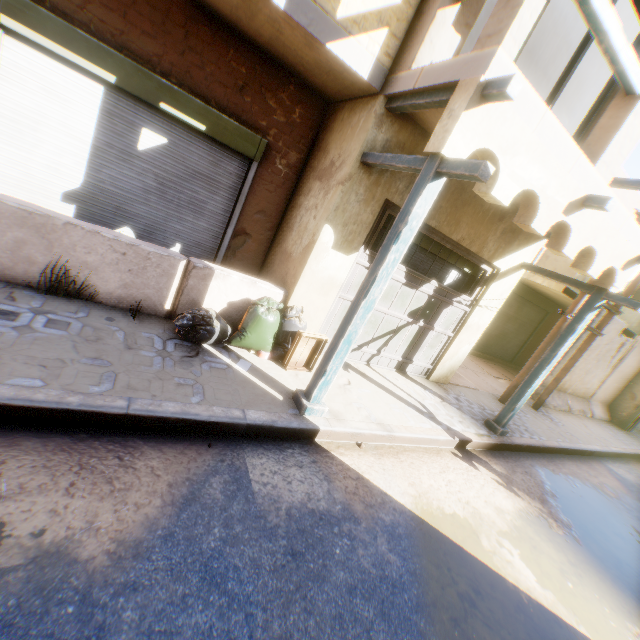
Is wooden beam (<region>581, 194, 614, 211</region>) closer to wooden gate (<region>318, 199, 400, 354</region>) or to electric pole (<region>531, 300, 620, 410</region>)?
wooden gate (<region>318, 199, 400, 354</region>)

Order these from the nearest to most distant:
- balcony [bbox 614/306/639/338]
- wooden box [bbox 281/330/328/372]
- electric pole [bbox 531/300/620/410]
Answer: wooden box [bbox 281/330/328/372] < electric pole [bbox 531/300/620/410] < balcony [bbox 614/306/639/338]

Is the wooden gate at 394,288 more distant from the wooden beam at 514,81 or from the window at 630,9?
the window at 630,9

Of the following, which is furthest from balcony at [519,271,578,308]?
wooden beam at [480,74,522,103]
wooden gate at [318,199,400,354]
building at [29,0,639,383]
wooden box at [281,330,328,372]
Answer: wooden box at [281,330,328,372]

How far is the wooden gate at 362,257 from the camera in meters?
5.1

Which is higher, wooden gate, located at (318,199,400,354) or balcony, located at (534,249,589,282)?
balcony, located at (534,249,589,282)

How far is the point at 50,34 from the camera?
3.9m

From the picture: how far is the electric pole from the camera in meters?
8.3 m
